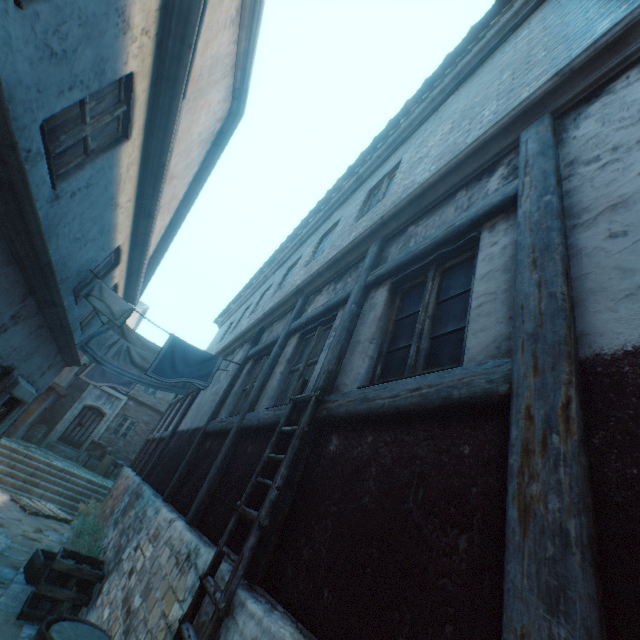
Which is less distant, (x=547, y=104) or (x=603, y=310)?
(x=603, y=310)

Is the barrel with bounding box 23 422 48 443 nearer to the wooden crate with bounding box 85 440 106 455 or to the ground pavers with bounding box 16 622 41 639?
the wooden crate with bounding box 85 440 106 455

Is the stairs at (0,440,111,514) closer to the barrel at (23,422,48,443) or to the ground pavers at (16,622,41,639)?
the ground pavers at (16,622,41,639)

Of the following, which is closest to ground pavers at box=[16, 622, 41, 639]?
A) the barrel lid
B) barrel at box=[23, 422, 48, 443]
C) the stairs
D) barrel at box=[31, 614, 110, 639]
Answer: barrel at box=[31, 614, 110, 639]

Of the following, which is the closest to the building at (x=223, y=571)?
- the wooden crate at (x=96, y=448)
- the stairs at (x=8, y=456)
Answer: the stairs at (x=8, y=456)

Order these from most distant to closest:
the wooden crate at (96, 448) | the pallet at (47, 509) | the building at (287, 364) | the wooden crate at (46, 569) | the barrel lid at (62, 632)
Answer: the wooden crate at (96, 448) → the pallet at (47, 509) → the wooden crate at (46, 569) → the building at (287, 364) → the barrel lid at (62, 632)

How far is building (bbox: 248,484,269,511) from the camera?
2.91m

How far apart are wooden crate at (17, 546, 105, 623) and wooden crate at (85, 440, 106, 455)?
13.9 meters
